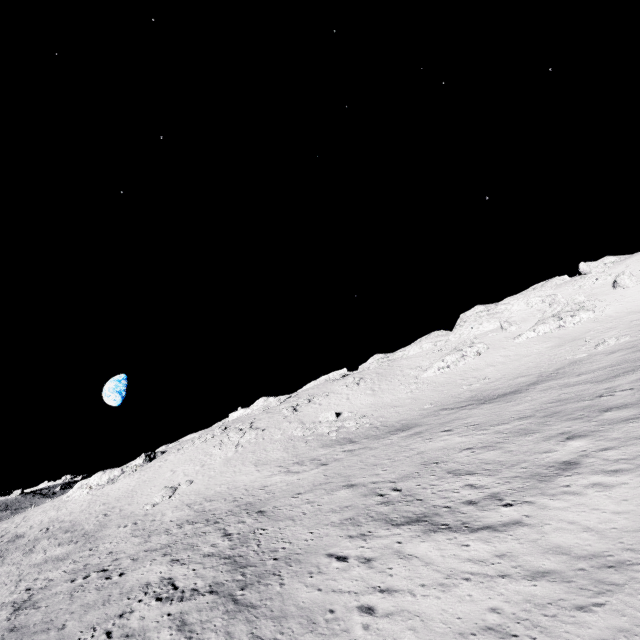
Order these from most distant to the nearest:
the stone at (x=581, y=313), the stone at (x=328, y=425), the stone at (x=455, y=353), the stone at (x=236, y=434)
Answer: the stone at (x=455, y=353) → the stone at (x=581, y=313) → the stone at (x=236, y=434) → the stone at (x=328, y=425)

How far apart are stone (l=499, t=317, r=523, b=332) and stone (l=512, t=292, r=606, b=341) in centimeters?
273cm

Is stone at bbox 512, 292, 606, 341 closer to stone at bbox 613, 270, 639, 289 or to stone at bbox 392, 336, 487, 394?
stone at bbox 392, 336, 487, 394

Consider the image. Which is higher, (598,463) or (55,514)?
(55,514)

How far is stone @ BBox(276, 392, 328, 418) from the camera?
50.6m

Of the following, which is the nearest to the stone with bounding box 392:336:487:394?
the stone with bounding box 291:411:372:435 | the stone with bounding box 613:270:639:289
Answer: the stone with bounding box 291:411:372:435

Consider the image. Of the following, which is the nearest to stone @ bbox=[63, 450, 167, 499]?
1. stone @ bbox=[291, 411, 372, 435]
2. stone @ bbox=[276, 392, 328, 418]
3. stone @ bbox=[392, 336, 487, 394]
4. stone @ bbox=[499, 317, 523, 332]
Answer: stone @ bbox=[276, 392, 328, 418]

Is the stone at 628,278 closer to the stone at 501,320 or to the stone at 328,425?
the stone at 501,320
